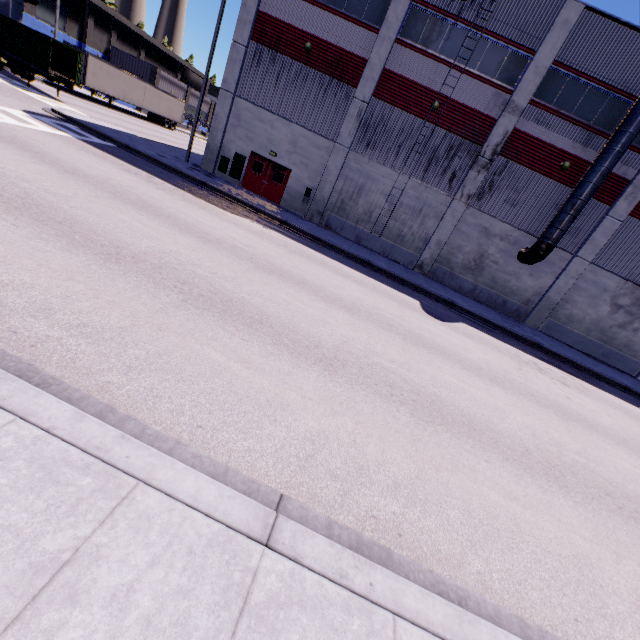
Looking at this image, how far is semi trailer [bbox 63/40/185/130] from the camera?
30.33m

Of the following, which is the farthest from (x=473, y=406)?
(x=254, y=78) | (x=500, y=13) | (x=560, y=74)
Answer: (x=254, y=78)

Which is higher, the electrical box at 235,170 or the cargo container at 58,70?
the cargo container at 58,70

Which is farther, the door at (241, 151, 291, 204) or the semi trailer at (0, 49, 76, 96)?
the semi trailer at (0, 49, 76, 96)

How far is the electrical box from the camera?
21.1m

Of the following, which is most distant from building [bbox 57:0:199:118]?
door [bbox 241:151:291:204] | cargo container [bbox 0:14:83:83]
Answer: cargo container [bbox 0:14:83:83]

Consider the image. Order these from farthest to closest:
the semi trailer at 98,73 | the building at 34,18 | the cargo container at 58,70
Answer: the semi trailer at 98,73, the building at 34,18, the cargo container at 58,70

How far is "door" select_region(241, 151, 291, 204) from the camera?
21.2 meters
